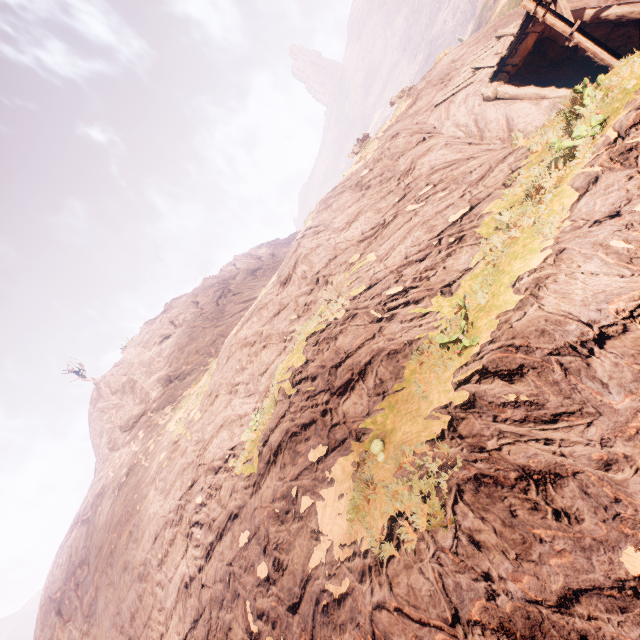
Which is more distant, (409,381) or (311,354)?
(311,354)
